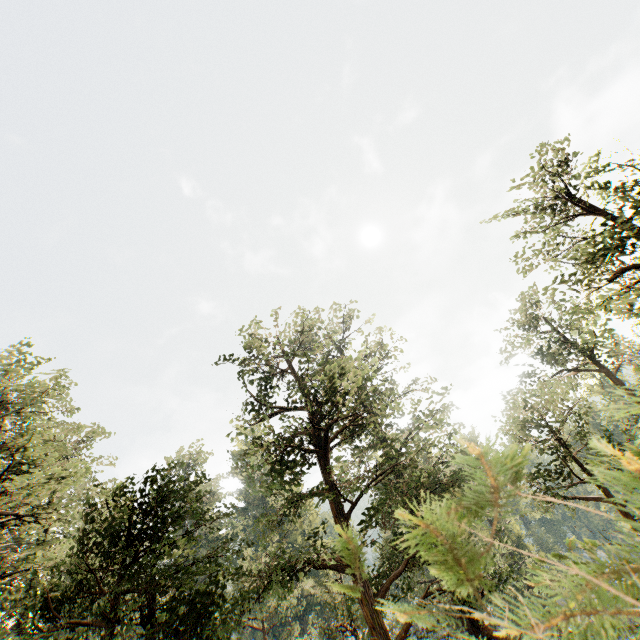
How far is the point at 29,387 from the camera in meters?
17.4
